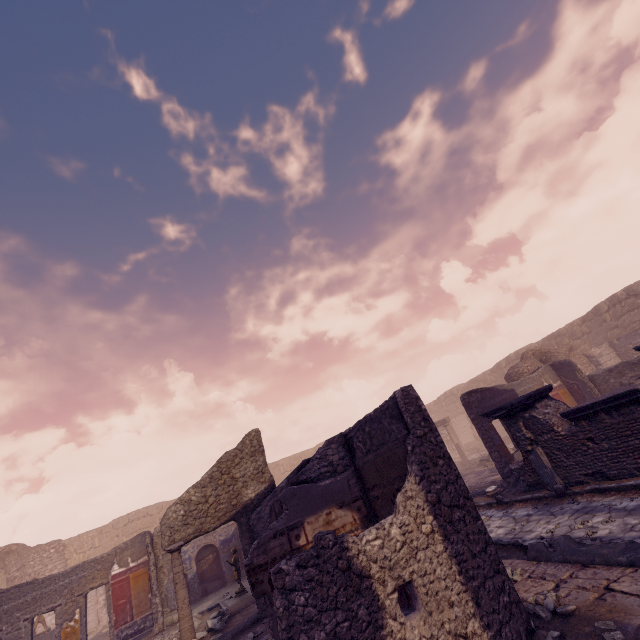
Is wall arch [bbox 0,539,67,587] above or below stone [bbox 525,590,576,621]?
above

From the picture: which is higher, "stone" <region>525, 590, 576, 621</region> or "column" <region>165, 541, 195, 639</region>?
"column" <region>165, 541, 195, 639</region>

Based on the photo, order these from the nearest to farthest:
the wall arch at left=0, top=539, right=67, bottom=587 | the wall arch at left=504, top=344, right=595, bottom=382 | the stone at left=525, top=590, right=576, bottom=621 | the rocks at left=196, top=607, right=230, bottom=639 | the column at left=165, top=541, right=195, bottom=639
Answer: the stone at left=525, top=590, right=576, bottom=621, the column at left=165, top=541, right=195, bottom=639, the rocks at left=196, top=607, right=230, bottom=639, the wall arch at left=504, top=344, right=595, bottom=382, the wall arch at left=0, top=539, right=67, bottom=587

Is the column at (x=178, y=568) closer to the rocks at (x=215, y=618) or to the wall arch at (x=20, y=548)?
the rocks at (x=215, y=618)

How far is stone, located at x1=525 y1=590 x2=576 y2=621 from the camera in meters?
3.5 m

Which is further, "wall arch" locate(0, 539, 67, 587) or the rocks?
"wall arch" locate(0, 539, 67, 587)

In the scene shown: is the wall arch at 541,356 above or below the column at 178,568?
above

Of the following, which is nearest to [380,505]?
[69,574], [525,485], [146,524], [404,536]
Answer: [404,536]
